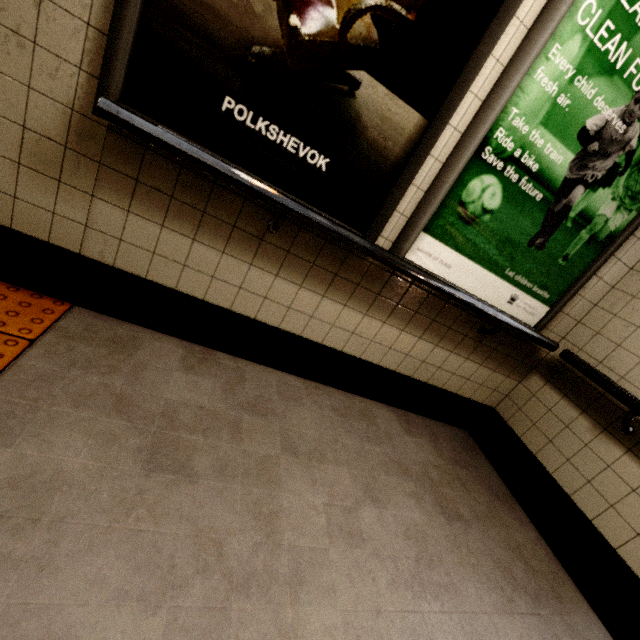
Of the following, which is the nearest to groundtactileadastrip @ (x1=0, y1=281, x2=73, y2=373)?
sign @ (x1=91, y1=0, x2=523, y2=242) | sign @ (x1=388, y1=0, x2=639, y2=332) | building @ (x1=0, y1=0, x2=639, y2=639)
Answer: building @ (x1=0, y1=0, x2=639, y2=639)

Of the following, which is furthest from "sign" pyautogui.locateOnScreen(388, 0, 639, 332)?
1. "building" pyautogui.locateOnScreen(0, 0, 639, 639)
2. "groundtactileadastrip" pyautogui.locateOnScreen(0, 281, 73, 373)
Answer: "groundtactileadastrip" pyautogui.locateOnScreen(0, 281, 73, 373)

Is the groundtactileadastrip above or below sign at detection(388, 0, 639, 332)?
below

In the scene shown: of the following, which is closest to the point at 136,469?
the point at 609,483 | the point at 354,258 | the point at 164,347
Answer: the point at 164,347

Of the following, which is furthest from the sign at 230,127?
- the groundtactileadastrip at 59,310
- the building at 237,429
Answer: the groundtactileadastrip at 59,310

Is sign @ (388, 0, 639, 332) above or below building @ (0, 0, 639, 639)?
above

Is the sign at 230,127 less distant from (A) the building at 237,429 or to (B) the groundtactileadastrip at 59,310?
(A) the building at 237,429

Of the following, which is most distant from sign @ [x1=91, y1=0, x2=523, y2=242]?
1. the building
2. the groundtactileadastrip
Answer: the groundtactileadastrip
